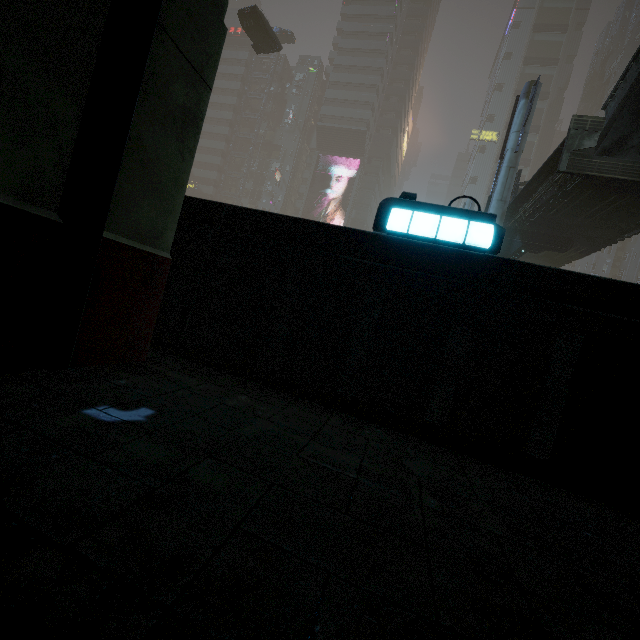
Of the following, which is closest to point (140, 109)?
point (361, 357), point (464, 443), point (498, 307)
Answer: point (361, 357)

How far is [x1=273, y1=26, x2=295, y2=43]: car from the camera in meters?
43.2

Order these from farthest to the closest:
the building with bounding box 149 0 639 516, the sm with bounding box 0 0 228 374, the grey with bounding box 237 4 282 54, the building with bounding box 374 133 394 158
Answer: the building with bounding box 374 133 394 158 → the grey with bounding box 237 4 282 54 → the building with bounding box 149 0 639 516 → the sm with bounding box 0 0 228 374

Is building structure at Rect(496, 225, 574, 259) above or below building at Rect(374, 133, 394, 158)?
below

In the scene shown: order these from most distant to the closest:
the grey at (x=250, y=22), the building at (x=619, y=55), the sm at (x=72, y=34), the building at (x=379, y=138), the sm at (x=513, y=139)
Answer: the building at (x=379, y=138) < the building at (x=619, y=55) < the grey at (x=250, y=22) < the sm at (x=513, y=139) < the sm at (x=72, y=34)

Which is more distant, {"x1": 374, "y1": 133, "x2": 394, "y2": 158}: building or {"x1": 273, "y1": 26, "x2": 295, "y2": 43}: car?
{"x1": 374, "y1": 133, "x2": 394, "y2": 158}: building

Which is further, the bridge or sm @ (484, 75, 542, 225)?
sm @ (484, 75, 542, 225)

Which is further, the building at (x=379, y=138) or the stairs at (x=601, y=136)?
the building at (x=379, y=138)
